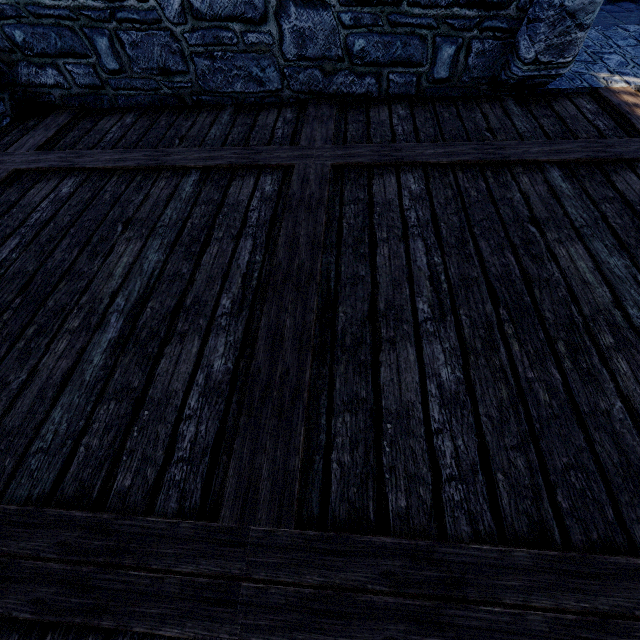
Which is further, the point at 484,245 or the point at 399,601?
the point at 484,245
